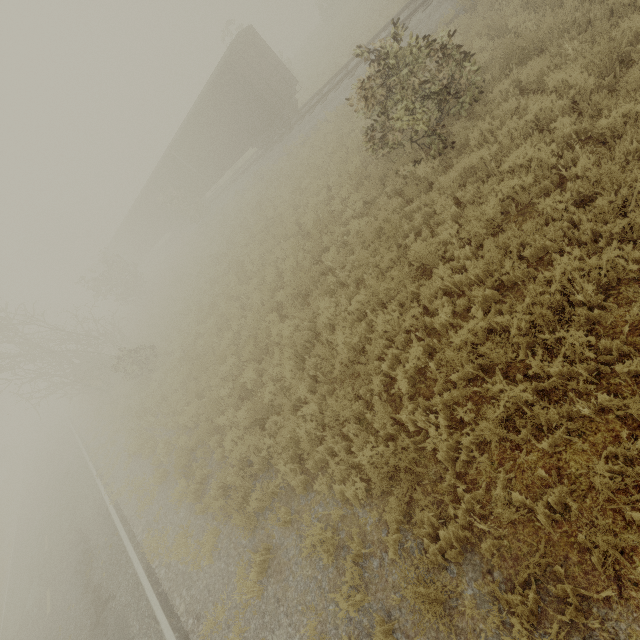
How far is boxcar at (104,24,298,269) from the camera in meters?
17.6 m

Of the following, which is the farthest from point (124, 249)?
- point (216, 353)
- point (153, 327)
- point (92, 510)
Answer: point (216, 353)

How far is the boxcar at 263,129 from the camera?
17.6m
